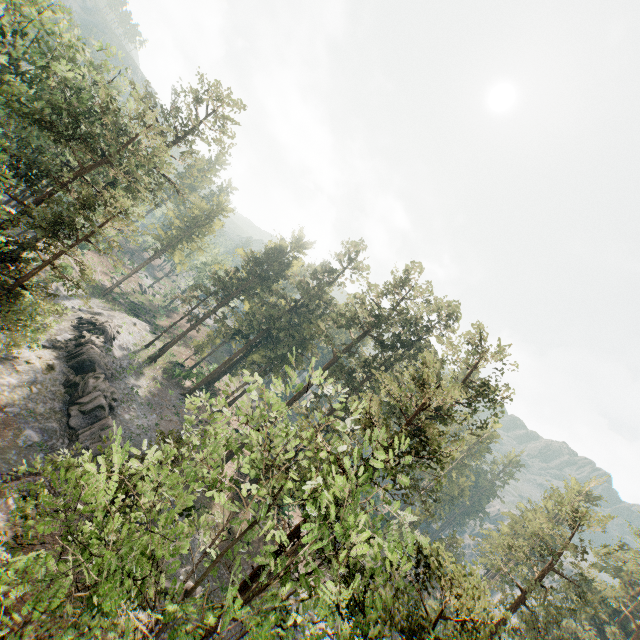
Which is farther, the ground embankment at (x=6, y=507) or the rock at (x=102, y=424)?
the rock at (x=102, y=424)

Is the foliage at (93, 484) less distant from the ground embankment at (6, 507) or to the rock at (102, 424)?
the ground embankment at (6, 507)

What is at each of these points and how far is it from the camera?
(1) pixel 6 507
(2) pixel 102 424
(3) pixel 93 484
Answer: (1) ground embankment, 19.73m
(2) rock, 29.36m
(3) foliage, 7.61m

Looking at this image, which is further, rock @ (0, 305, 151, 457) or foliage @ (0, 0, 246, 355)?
rock @ (0, 305, 151, 457)

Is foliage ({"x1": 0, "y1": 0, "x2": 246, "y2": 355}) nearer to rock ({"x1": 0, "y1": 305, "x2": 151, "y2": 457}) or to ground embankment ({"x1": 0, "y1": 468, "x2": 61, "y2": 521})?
ground embankment ({"x1": 0, "y1": 468, "x2": 61, "y2": 521})

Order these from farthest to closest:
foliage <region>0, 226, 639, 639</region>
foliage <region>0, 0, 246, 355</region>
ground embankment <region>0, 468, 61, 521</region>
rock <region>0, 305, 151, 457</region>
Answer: rock <region>0, 305, 151, 457</region>
foliage <region>0, 0, 246, 355</region>
ground embankment <region>0, 468, 61, 521</region>
foliage <region>0, 226, 639, 639</region>

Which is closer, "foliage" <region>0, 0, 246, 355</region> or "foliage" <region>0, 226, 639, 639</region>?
"foliage" <region>0, 226, 639, 639</region>
